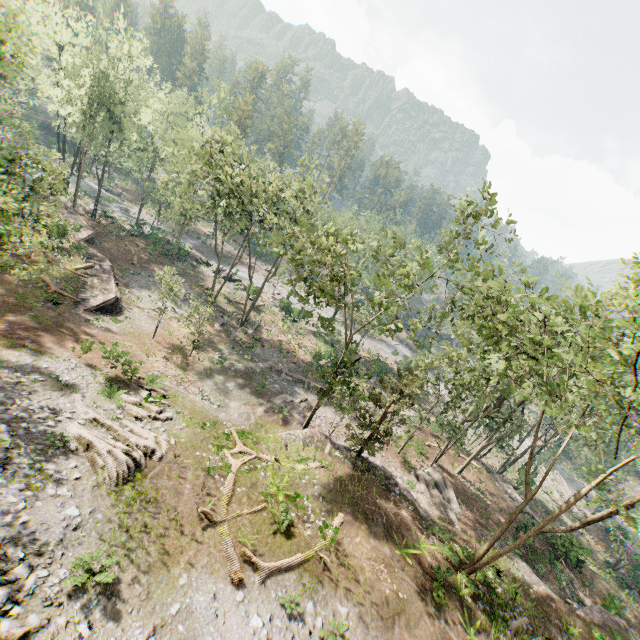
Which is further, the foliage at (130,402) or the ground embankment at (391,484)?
the ground embankment at (391,484)

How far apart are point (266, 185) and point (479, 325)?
23.81m

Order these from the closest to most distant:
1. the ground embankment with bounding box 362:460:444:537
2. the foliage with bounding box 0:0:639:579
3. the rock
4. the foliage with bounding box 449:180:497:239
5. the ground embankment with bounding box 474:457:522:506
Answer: the rock → the foliage with bounding box 0:0:639:579 → the foliage with bounding box 449:180:497:239 → the ground embankment with bounding box 362:460:444:537 → the ground embankment with bounding box 474:457:522:506

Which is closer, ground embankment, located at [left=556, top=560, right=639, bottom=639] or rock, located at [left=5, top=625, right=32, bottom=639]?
rock, located at [left=5, top=625, right=32, bottom=639]

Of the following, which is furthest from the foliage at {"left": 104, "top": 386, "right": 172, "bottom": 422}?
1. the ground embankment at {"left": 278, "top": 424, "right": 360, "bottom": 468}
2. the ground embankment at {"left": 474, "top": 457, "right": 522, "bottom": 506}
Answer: the ground embankment at {"left": 474, "top": 457, "right": 522, "bottom": 506}

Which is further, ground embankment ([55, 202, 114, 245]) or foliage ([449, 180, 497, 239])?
ground embankment ([55, 202, 114, 245])

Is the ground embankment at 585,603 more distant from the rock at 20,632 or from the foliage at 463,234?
the rock at 20,632

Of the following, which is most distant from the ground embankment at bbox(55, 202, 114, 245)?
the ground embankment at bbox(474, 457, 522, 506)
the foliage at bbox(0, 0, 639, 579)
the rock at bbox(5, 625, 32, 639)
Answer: the ground embankment at bbox(474, 457, 522, 506)
